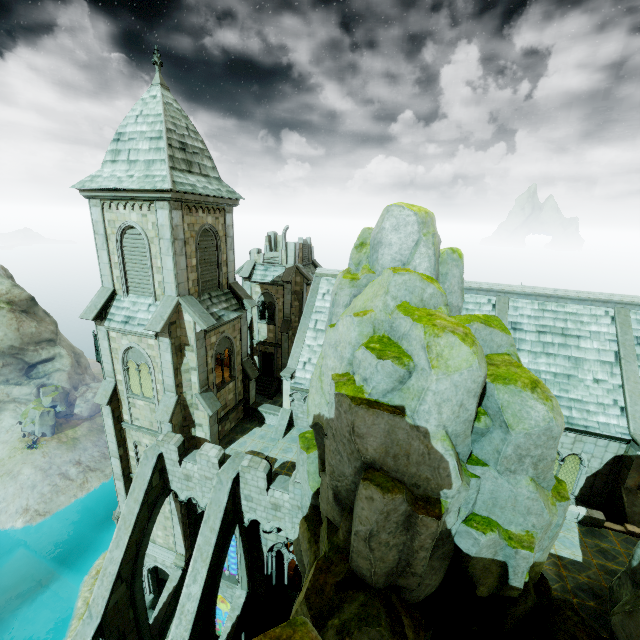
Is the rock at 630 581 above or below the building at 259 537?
above

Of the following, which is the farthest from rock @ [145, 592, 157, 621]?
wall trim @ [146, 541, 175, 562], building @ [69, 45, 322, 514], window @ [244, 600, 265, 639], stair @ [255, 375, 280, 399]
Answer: stair @ [255, 375, 280, 399]

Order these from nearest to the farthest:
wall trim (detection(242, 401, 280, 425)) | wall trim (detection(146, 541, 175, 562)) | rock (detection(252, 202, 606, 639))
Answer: rock (detection(252, 202, 606, 639)) → wall trim (detection(146, 541, 175, 562)) → wall trim (detection(242, 401, 280, 425))

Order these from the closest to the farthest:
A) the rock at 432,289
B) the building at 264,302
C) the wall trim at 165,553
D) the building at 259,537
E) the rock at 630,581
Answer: the rock at 432,289 < the rock at 630,581 < the building at 264,302 < the building at 259,537 < the wall trim at 165,553

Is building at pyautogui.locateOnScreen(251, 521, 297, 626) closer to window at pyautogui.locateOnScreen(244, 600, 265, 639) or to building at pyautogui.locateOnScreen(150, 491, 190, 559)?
window at pyautogui.locateOnScreen(244, 600, 265, 639)

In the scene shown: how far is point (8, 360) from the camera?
55.03m

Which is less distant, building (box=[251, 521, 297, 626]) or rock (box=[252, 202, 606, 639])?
rock (box=[252, 202, 606, 639])

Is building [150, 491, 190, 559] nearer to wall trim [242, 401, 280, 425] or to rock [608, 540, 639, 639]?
wall trim [242, 401, 280, 425]
